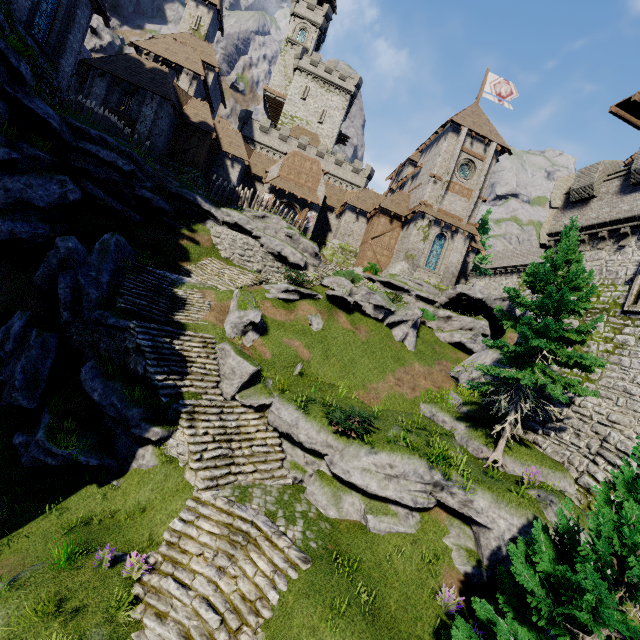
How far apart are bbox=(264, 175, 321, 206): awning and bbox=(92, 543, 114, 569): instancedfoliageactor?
31.72m

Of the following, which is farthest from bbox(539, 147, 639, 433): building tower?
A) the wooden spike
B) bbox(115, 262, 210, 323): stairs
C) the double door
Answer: the wooden spike

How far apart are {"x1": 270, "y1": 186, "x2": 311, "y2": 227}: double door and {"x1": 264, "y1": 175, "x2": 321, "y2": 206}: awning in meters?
0.5 m

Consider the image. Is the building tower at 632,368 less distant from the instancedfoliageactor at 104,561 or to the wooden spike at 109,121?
the instancedfoliageactor at 104,561

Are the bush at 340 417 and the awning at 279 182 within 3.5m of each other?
no

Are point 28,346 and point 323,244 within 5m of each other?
no

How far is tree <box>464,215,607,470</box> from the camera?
12.2 meters

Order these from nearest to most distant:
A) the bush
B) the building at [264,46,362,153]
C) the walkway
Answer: the bush < the walkway < the building at [264,46,362,153]
